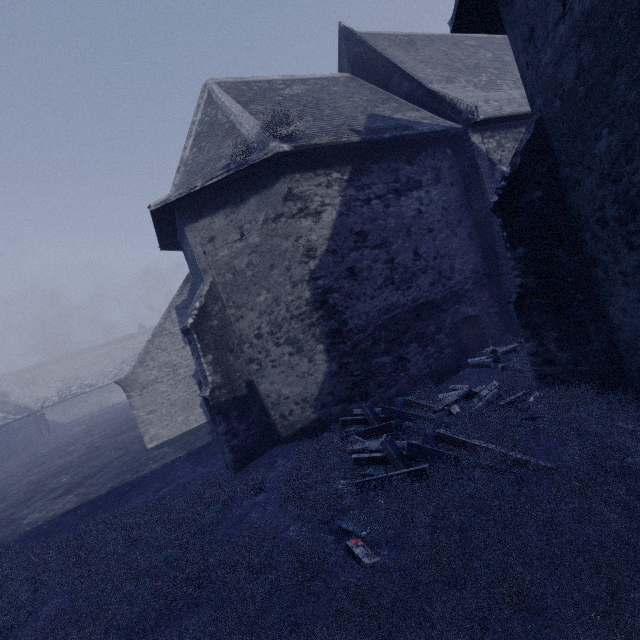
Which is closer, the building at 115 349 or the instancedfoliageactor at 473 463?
the instancedfoliageactor at 473 463

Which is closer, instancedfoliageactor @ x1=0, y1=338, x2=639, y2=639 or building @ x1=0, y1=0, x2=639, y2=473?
instancedfoliageactor @ x1=0, y1=338, x2=639, y2=639

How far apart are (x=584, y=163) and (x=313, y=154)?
5.8m

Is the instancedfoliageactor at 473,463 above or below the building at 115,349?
below

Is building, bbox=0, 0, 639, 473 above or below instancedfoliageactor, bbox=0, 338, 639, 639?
above
